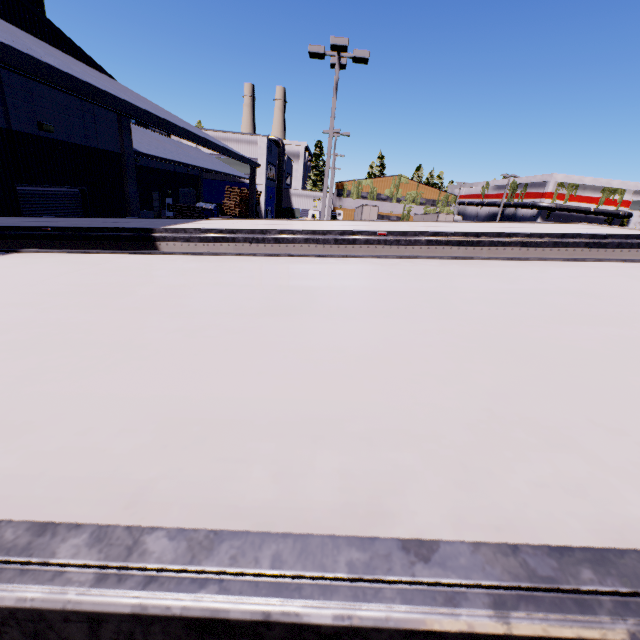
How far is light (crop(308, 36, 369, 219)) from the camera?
12.16m

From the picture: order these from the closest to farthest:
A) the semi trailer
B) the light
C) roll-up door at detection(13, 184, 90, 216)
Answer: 1. the semi trailer
2. roll-up door at detection(13, 184, 90, 216)
3. the light

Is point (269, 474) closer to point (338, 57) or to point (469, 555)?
point (469, 555)

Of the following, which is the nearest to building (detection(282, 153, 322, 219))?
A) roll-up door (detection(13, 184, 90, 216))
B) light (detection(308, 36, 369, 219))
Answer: roll-up door (detection(13, 184, 90, 216))

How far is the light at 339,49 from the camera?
12.16m

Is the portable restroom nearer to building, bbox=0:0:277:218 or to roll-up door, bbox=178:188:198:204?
building, bbox=0:0:277:218

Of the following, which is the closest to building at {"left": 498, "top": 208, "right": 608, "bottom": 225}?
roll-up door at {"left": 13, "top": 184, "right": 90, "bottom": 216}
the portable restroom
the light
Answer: roll-up door at {"left": 13, "top": 184, "right": 90, "bottom": 216}

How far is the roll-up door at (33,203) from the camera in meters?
10.3 m
